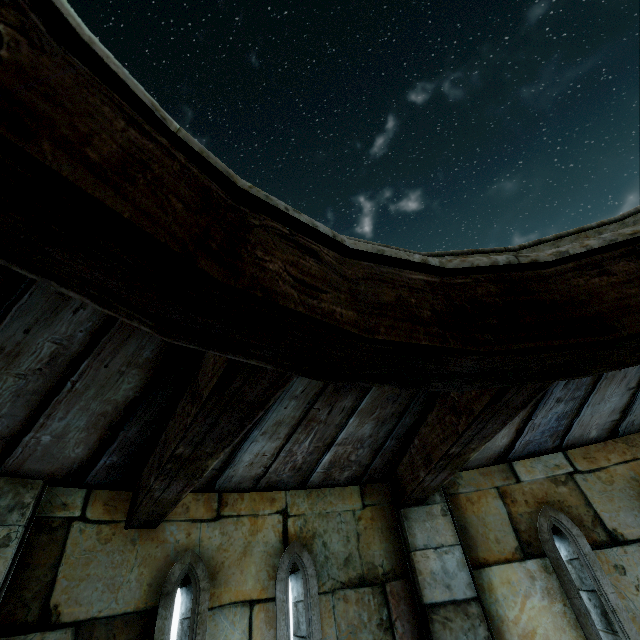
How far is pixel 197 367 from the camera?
1.5 meters
